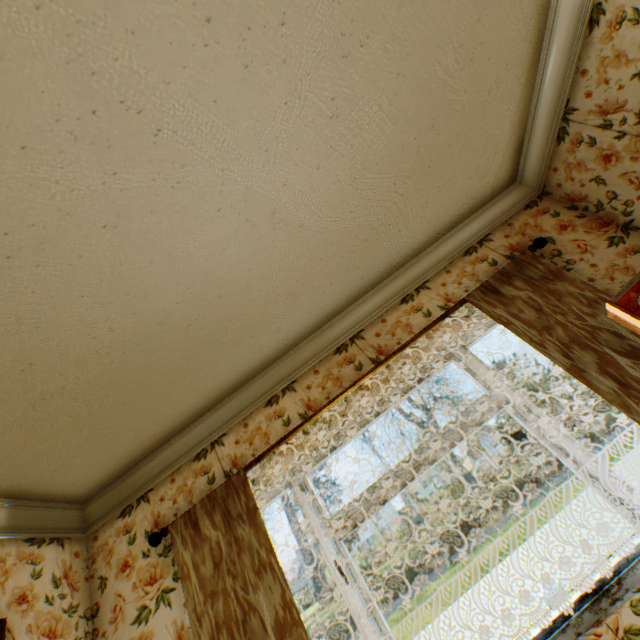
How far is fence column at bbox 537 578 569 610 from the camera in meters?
11.2

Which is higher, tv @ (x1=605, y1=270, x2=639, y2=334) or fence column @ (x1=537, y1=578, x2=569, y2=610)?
tv @ (x1=605, y1=270, x2=639, y2=334)

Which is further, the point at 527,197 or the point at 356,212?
the point at 527,197

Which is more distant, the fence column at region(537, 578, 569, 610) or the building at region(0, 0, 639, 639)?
the fence column at region(537, 578, 569, 610)

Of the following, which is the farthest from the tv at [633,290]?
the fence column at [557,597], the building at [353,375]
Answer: the fence column at [557,597]

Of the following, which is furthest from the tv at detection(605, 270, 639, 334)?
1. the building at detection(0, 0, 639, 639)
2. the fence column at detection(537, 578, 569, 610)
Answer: the fence column at detection(537, 578, 569, 610)
